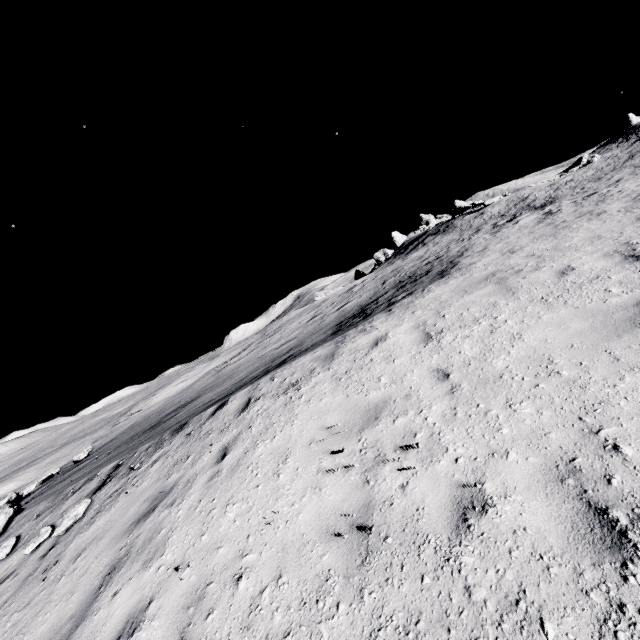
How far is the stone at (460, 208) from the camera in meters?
29.8 m

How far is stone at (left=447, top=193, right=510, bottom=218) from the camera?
29.8m

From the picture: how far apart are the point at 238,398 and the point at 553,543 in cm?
626
